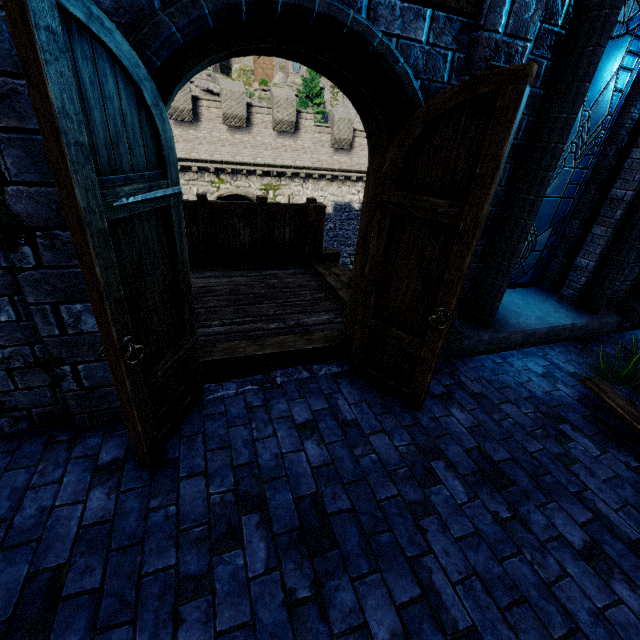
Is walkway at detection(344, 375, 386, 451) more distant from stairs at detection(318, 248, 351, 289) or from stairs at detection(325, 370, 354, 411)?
stairs at detection(318, 248, 351, 289)

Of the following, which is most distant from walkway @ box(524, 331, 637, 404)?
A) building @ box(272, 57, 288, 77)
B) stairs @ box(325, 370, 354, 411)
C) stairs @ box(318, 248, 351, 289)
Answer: building @ box(272, 57, 288, 77)

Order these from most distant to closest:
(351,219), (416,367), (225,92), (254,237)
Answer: (351,219) < (225,92) < (254,237) < (416,367)

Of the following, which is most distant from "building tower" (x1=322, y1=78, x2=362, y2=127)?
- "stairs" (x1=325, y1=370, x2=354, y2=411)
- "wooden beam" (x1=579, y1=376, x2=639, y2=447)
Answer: "wooden beam" (x1=579, y1=376, x2=639, y2=447)

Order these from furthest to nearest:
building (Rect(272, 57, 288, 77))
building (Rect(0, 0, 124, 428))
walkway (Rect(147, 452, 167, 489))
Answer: building (Rect(272, 57, 288, 77))
walkway (Rect(147, 452, 167, 489))
building (Rect(0, 0, 124, 428))

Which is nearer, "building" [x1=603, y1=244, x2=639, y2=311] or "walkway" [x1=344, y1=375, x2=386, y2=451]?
"walkway" [x1=344, y1=375, x2=386, y2=451]

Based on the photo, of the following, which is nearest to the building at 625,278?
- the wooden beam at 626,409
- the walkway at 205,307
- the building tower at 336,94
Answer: the walkway at 205,307

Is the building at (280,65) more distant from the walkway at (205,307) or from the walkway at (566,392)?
the walkway at (566,392)
